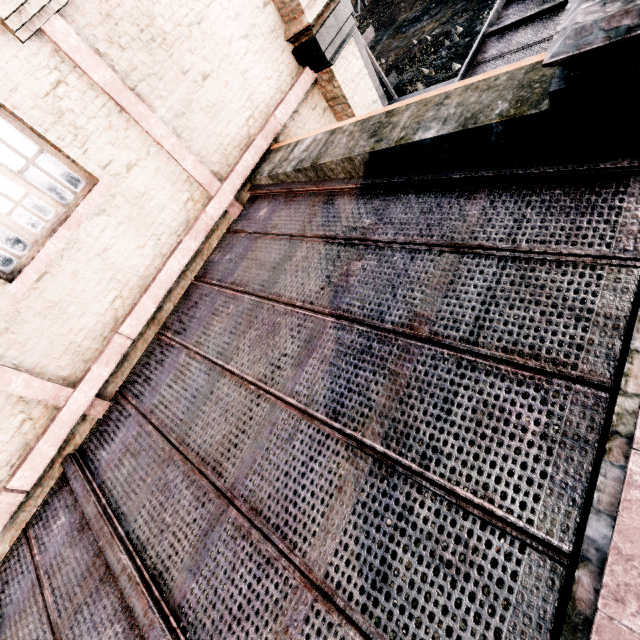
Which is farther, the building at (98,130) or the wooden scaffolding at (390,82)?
the wooden scaffolding at (390,82)

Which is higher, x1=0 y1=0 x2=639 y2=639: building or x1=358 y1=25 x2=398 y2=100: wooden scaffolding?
x1=0 y1=0 x2=639 y2=639: building

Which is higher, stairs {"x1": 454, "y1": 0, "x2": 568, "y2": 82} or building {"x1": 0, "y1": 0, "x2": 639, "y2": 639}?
building {"x1": 0, "y1": 0, "x2": 639, "y2": 639}

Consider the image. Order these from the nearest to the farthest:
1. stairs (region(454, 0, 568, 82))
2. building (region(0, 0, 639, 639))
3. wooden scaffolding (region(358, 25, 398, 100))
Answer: building (region(0, 0, 639, 639)), stairs (region(454, 0, 568, 82)), wooden scaffolding (region(358, 25, 398, 100))

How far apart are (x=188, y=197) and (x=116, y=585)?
5.90m

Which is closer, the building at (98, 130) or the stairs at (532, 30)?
the building at (98, 130)

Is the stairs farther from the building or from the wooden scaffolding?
the wooden scaffolding
